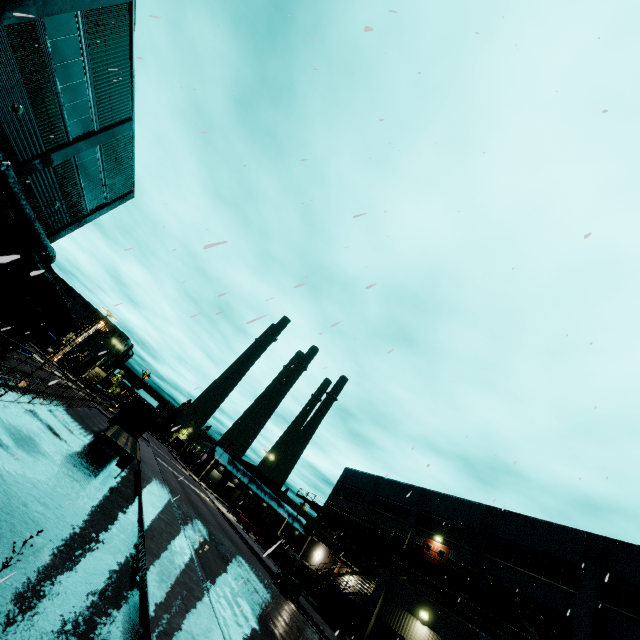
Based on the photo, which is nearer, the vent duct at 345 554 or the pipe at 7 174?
the pipe at 7 174

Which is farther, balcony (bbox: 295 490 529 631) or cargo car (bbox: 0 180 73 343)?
balcony (bbox: 295 490 529 631)

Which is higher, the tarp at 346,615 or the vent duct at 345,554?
the vent duct at 345,554

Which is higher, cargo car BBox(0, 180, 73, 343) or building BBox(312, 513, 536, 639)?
building BBox(312, 513, 536, 639)

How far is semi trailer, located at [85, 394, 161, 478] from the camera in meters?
16.2 m

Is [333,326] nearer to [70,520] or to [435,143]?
[435,143]

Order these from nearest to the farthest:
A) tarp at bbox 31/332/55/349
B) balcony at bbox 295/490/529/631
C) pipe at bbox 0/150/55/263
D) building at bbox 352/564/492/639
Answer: pipe at bbox 0/150/55/263 → building at bbox 352/564/492/639 → balcony at bbox 295/490/529/631 → tarp at bbox 31/332/55/349

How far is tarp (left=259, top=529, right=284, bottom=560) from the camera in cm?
3294
